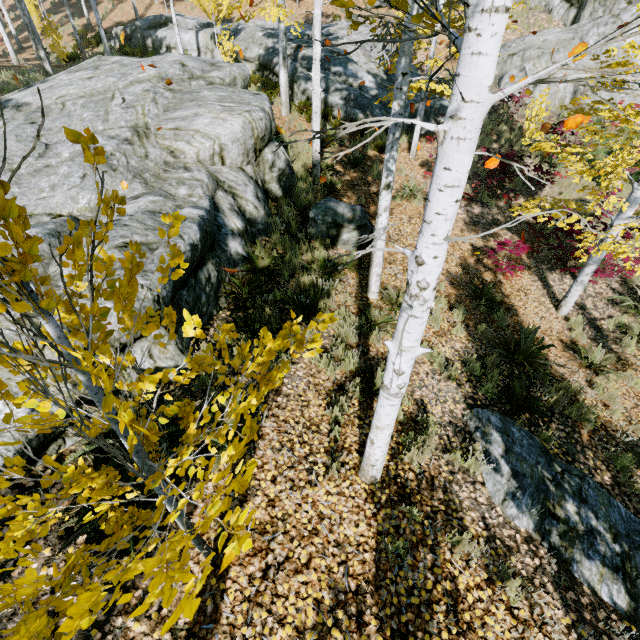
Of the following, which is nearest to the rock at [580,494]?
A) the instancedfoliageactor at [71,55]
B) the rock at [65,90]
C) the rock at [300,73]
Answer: the instancedfoliageactor at [71,55]

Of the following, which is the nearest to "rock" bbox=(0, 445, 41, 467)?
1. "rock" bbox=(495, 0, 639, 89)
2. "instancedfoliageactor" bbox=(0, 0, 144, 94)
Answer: "instancedfoliageactor" bbox=(0, 0, 144, 94)

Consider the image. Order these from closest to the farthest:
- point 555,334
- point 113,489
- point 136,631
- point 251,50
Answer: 1. point 113,489
2. point 136,631
3. point 555,334
4. point 251,50

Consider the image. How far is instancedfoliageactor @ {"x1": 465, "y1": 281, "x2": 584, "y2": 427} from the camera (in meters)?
5.50

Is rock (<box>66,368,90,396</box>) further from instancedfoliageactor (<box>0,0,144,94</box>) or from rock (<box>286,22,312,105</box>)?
rock (<box>286,22,312,105</box>)

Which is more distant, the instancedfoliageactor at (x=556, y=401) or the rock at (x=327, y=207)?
the rock at (x=327, y=207)

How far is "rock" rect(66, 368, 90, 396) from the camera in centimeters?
330cm

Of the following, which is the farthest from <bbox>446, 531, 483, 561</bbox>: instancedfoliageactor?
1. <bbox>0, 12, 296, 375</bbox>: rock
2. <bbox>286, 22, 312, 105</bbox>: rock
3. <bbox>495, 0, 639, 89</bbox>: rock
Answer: <bbox>495, 0, 639, 89</bbox>: rock
